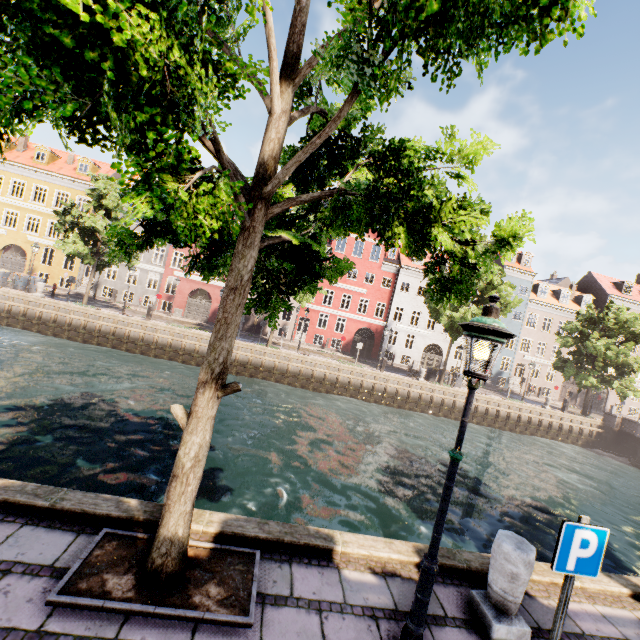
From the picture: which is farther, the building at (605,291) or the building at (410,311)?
the building at (605,291)

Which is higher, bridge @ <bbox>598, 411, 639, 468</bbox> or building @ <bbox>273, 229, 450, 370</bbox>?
building @ <bbox>273, 229, 450, 370</bbox>

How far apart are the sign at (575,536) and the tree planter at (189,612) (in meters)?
3.09

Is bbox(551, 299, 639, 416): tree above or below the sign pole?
above

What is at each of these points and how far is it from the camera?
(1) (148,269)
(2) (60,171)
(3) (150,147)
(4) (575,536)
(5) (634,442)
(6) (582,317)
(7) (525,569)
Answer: (1) building, 32.5 meters
(2) building, 31.7 meters
(3) tree, 3.5 meters
(4) sign, 3.1 meters
(5) bridge, 26.3 meters
(6) tree, 29.9 meters
(7) pillar, 3.8 meters

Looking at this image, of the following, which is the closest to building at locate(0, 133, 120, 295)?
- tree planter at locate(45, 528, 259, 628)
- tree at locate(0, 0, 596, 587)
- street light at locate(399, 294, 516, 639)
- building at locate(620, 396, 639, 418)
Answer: tree at locate(0, 0, 596, 587)

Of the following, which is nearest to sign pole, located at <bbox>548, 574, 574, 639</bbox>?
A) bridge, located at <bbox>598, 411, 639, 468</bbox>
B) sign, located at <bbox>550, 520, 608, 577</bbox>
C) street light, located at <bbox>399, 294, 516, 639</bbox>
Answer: sign, located at <bbox>550, 520, 608, 577</bbox>

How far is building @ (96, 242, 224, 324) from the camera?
32.3 meters
